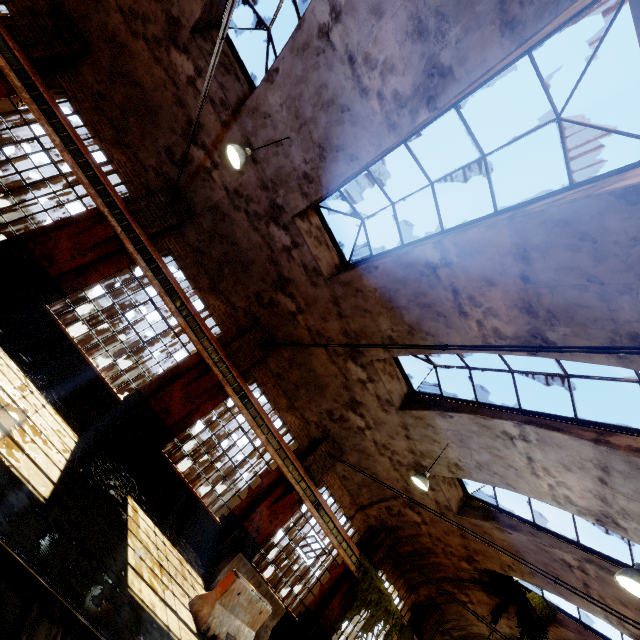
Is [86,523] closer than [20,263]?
Yes

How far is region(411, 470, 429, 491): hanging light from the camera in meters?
9.2 m

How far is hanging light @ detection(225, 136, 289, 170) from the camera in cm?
694

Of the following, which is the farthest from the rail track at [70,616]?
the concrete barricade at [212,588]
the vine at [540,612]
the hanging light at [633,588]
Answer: the vine at [540,612]

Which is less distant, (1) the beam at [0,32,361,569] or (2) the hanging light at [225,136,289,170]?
(2) the hanging light at [225,136,289,170]

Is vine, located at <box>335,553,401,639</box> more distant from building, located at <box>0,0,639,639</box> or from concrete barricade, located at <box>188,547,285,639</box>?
concrete barricade, located at <box>188,547,285,639</box>

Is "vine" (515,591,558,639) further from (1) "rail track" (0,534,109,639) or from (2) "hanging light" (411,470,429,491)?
(2) "hanging light" (411,470,429,491)

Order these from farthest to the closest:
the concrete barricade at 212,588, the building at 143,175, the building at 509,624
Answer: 1. the building at 509,624
2. the concrete barricade at 212,588
3. the building at 143,175
